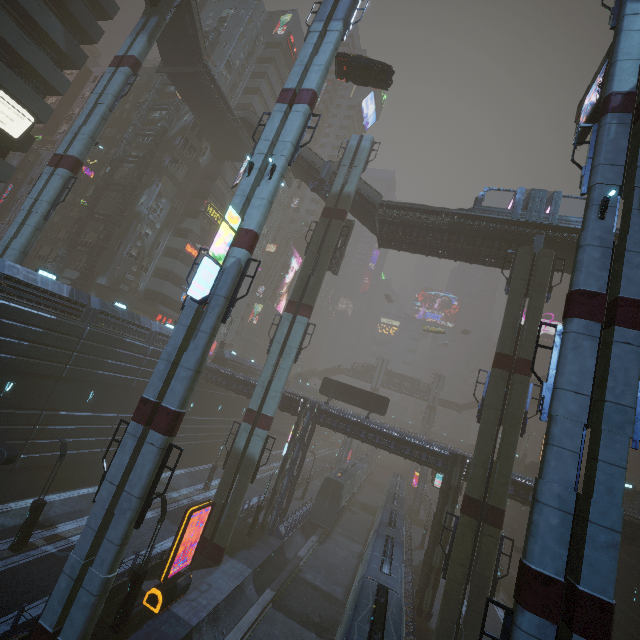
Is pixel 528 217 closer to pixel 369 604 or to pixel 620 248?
pixel 620 248

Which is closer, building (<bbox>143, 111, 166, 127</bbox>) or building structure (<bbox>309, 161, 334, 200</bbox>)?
building structure (<bbox>309, 161, 334, 200</bbox>)

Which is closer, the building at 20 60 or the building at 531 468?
the building at 20 60

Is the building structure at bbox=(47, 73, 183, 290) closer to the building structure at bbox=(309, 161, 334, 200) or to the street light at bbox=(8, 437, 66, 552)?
the building structure at bbox=(309, 161, 334, 200)

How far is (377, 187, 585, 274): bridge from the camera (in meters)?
24.02

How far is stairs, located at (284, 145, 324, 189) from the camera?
31.6m

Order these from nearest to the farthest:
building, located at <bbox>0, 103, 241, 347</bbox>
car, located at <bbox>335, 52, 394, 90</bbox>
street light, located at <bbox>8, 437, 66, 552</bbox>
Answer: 1. street light, located at <bbox>8, 437, 66, 552</bbox>
2. building, located at <bbox>0, 103, 241, 347</bbox>
3. car, located at <bbox>335, 52, 394, 90</bbox>

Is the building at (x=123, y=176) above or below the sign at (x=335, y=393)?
above
